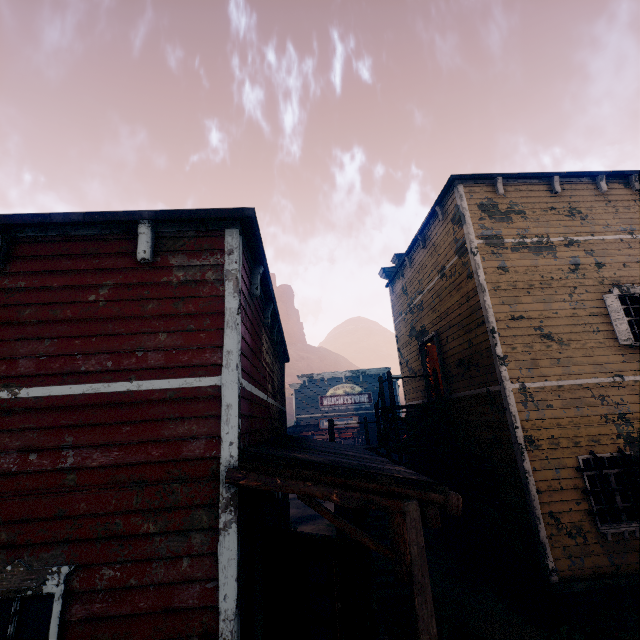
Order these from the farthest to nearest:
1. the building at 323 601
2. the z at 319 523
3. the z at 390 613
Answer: the z at 319 523 → the z at 390 613 → the building at 323 601

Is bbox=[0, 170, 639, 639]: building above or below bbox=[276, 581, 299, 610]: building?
above

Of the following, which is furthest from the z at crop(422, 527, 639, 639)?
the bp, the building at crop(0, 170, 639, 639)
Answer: the bp

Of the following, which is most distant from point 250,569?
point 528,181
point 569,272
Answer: point 528,181

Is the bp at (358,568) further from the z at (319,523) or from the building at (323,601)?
the z at (319,523)

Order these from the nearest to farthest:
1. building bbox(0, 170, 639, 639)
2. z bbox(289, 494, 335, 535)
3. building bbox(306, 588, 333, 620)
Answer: building bbox(0, 170, 639, 639), building bbox(306, 588, 333, 620), z bbox(289, 494, 335, 535)

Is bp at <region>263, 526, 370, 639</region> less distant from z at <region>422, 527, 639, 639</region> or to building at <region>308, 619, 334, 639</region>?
building at <region>308, 619, 334, 639</region>

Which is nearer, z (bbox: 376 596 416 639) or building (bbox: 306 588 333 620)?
building (bbox: 306 588 333 620)
